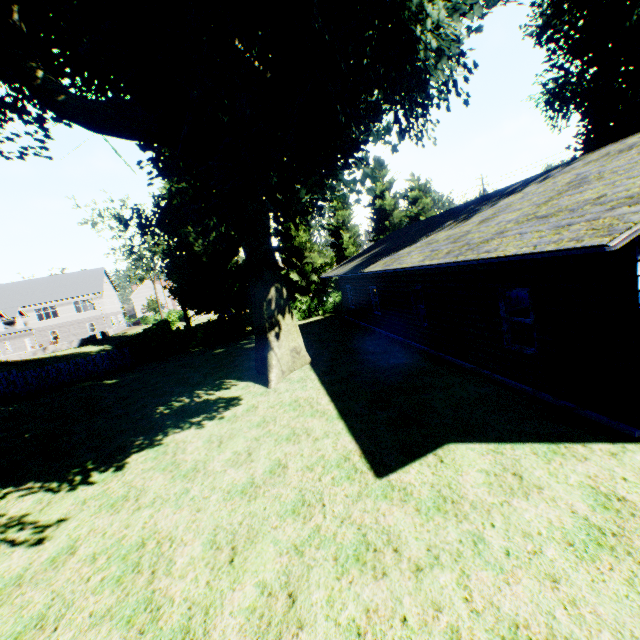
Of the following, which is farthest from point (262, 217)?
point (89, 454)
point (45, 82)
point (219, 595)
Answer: point (219, 595)

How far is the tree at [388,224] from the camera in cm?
3281

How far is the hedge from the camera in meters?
29.0

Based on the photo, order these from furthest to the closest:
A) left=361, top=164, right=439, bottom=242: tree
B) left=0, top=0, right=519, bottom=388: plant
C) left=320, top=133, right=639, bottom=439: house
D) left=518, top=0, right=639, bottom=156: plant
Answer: left=361, top=164, right=439, bottom=242: tree < left=518, top=0, right=639, bottom=156: plant < left=0, top=0, right=519, bottom=388: plant < left=320, top=133, right=639, bottom=439: house

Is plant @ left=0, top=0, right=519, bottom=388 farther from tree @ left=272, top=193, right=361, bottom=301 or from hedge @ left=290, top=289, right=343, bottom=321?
hedge @ left=290, top=289, right=343, bottom=321

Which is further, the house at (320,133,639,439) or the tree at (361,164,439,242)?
the tree at (361,164,439,242)

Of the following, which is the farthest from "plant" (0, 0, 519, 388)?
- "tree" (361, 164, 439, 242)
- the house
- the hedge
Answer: the house

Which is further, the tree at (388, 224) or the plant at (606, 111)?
the tree at (388, 224)
